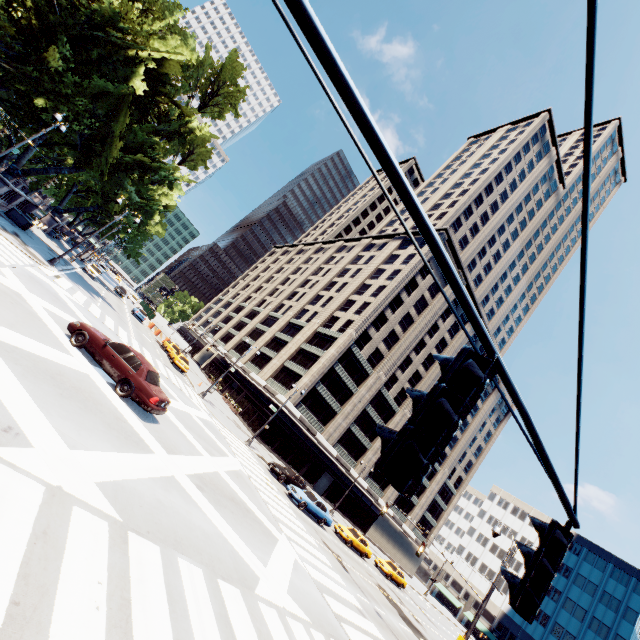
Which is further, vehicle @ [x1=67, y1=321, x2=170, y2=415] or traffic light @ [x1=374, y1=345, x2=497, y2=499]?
vehicle @ [x1=67, y1=321, x2=170, y2=415]

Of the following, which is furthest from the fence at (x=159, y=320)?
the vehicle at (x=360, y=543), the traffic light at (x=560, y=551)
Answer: the traffic light at (x=560, y=551)

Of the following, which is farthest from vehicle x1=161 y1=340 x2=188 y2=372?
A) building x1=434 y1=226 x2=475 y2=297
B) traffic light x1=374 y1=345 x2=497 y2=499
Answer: traffic light x1=374 y1=345 x2=497 y2=499

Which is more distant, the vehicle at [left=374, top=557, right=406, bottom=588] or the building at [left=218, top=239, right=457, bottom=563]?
the building at [left=218, top=239, right=457, bottom=563]

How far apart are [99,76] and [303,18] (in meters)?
32.26

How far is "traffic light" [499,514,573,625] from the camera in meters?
2.8

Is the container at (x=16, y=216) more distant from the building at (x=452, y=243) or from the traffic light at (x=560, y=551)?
the traffic light at (x=560, y=551)

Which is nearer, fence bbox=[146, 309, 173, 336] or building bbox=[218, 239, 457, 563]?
building bbox=[218, 239, 457, 563]
